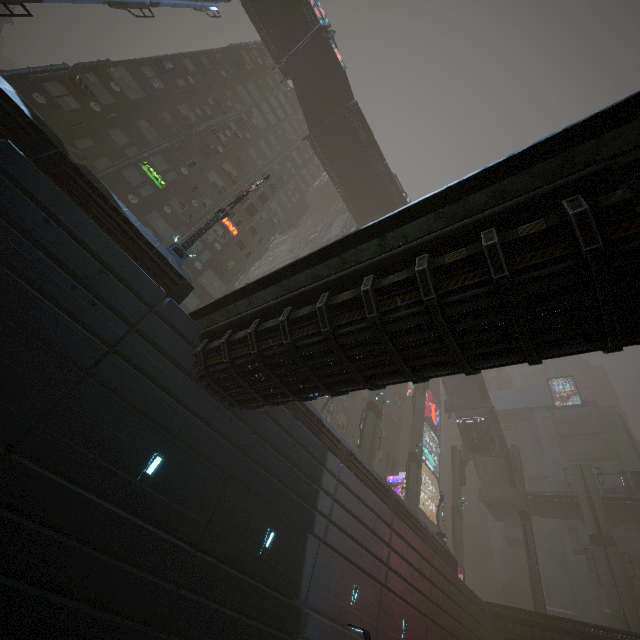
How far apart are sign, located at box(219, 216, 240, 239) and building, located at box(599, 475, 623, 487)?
58.53m

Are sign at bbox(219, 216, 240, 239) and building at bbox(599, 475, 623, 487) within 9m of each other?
no

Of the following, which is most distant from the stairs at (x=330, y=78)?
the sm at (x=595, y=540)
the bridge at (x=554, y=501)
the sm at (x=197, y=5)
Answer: the bridge at (x=554, y=501)

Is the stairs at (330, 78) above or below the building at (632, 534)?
above

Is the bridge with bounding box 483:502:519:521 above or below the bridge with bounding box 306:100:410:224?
below

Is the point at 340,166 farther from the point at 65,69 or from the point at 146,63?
the point at 65,69

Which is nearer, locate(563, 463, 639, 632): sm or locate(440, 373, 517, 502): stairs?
locate(563, 463, 639, 632): sm

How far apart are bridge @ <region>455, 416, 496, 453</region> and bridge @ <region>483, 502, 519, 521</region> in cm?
765
